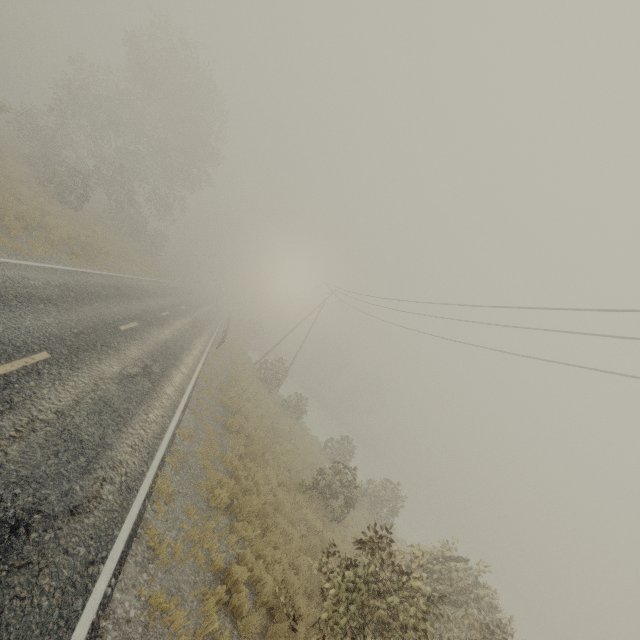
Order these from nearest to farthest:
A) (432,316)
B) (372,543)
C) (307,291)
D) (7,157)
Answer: (372,543), (432,316), (7,157), (307,291)

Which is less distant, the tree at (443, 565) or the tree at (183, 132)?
the tree at (443, 565)

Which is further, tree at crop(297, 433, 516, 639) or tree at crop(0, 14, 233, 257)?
tree at crop(0, 14, 233, 257)
